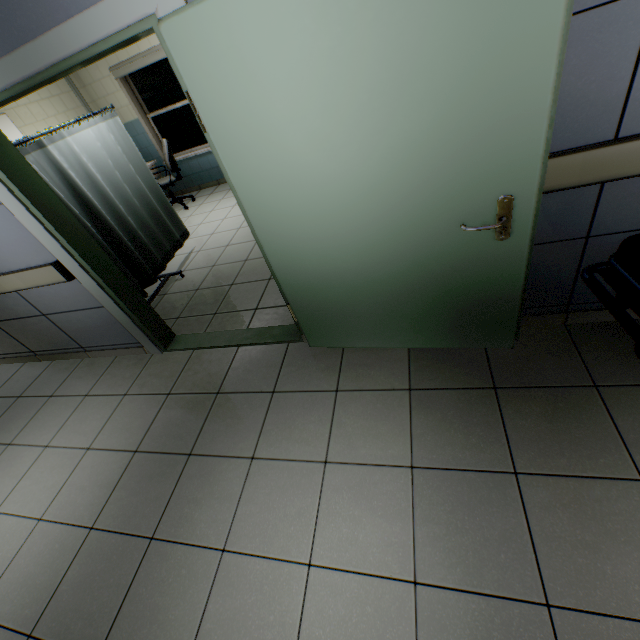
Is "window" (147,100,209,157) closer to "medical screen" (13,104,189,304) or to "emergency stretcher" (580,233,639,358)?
"medical screen" (13,104,189,304)

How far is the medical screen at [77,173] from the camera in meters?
3.0 m

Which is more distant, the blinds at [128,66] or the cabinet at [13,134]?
the blinds at [128,66]

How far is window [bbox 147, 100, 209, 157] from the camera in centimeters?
638cm

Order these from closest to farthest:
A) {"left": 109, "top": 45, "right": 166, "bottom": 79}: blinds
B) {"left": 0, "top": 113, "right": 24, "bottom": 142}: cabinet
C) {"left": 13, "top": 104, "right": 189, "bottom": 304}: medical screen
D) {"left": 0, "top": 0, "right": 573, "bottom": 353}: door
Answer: {"left": 0, "top": 0, "right": 573, "bottom": 353}: door < {"left": 13, "top": 104, "right": 189, "bottom": 304}: medical screen < {"left": 0, "top": 113, "right": 24, "bottom": 142}: cabinet < {"left": 109, "top": 45, "right": 166, "bottom": 79}: blinds

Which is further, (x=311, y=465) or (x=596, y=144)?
(x=311, y=465)

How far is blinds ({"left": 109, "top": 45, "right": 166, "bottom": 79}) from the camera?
5.6 meters

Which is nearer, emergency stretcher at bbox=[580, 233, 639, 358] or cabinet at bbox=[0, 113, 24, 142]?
emergency stretcher at bbox=[580, 233, 639, 358]
